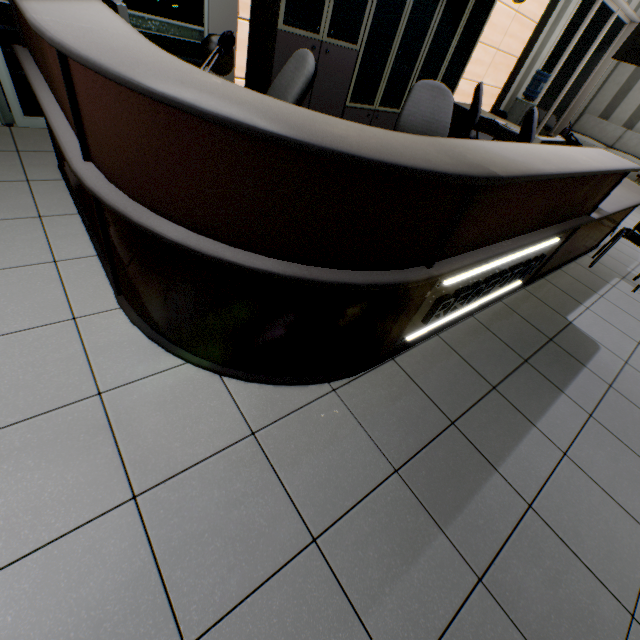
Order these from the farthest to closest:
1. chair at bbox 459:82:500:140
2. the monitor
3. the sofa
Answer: the sofa < chair at bbox 459:82:500:140 < the monitor

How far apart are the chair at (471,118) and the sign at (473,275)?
3.08m

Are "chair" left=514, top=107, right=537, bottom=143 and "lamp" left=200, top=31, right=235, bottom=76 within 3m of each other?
no

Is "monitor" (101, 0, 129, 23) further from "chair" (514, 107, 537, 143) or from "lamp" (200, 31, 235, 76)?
"chair" (514, 107, 537, 143)

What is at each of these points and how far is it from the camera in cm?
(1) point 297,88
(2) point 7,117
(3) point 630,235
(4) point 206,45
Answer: (1) chair, 201
(2) door, 278
(3) chair, 368
(4) lamp, 134

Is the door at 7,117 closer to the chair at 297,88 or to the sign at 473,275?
the chair at 297,88

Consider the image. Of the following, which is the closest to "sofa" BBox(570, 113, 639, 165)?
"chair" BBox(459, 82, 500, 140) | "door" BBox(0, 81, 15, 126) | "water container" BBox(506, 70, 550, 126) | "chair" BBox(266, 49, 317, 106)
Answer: "water container" BBox(506, 70, 550, 126)

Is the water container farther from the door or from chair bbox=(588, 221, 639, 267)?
the door
